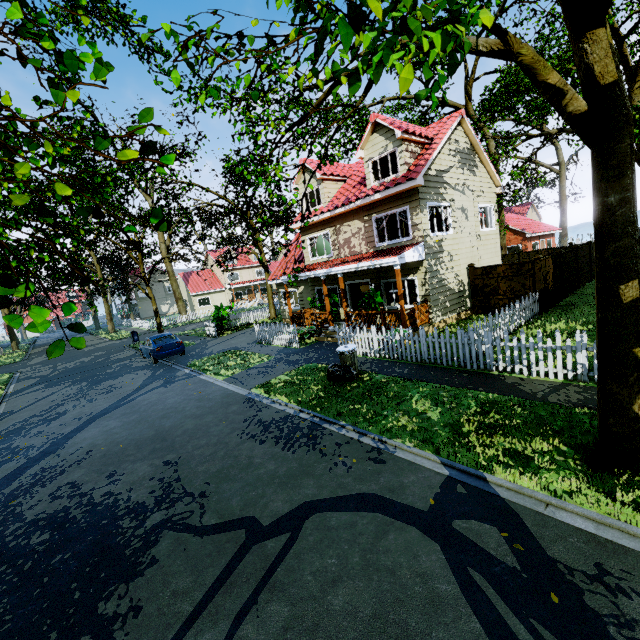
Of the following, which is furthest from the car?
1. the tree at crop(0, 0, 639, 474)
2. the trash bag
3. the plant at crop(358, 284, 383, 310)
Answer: the trash bag

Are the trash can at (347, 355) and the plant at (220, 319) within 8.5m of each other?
no

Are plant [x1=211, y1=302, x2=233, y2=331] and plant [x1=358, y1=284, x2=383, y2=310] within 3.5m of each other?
no

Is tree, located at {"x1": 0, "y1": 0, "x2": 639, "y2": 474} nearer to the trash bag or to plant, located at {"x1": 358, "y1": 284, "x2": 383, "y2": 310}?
the trash bag

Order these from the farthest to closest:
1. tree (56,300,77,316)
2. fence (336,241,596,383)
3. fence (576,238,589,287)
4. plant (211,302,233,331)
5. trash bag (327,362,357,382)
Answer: plant (211,302,233,331), fence (576,238,589,287), trash bag (327,362,357,382), fence (336,241,596,383), tree (56,300,77,316)

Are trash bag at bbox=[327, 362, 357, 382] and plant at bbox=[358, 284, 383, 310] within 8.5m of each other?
yes

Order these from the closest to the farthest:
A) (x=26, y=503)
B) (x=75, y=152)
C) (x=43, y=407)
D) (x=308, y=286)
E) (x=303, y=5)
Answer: (x=303, y=5) < (x=26, y=503) < (x=43, y=407) < (x=75, y=152) < (x=308, y=286)

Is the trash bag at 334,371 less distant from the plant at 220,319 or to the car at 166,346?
the car at 166,346
